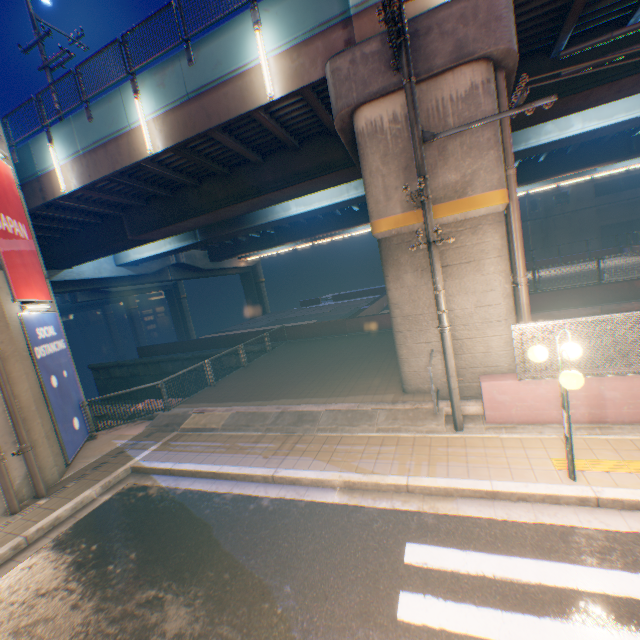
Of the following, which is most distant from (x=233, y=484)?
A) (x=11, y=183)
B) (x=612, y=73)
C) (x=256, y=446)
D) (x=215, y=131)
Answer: (x=612, y=73)

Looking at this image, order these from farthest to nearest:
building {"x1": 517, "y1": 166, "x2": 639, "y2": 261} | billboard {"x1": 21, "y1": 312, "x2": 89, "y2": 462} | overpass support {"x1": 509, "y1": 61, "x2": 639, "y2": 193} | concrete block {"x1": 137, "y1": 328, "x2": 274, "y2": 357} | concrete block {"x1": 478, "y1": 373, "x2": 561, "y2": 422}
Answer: building {"x1": 517, "y1": 166, "x2": 639, "y2": 261}
concrete block {"x1": 137, "y1": 328, "x2": 274, "y2": 357}
overpass support {"x1": 509, "y1": 61, "x2": 639, "y2": 193}
billboard {"x1": 21, "y1": 312, "x2": 89, "y2": 462}
concrete block {"x1": 478, "y1": 373, "x2": 561, "y2": 422}

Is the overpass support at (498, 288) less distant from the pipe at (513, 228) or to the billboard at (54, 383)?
the pipe at (513, 228)

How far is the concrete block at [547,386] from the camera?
6.58m

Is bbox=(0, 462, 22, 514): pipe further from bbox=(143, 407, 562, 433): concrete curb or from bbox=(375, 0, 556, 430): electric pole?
bbox=(375, 0, 556, 430): electric pole

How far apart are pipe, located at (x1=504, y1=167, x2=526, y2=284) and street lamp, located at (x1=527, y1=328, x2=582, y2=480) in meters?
3.2 m

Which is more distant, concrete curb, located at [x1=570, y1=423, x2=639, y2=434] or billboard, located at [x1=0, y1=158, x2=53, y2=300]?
billboard, located at [x1=0, y1=158, x2=53, y2=300]

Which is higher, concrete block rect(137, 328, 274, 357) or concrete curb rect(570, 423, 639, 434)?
concrete block rect(137, 328, 274, 357)
